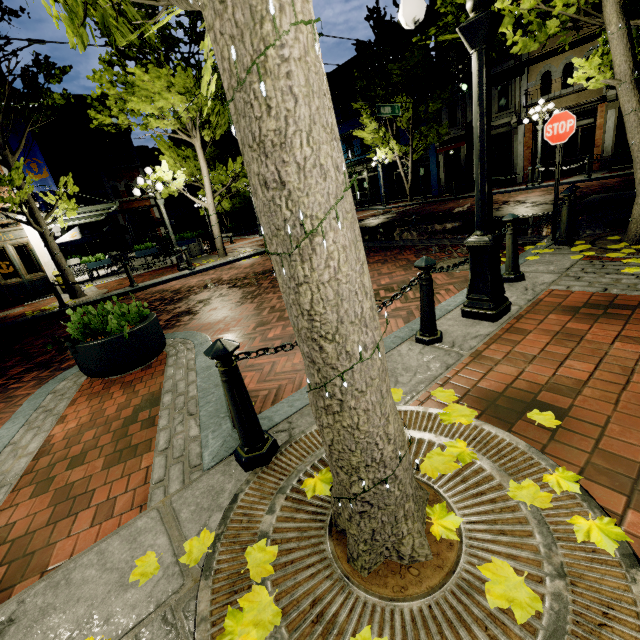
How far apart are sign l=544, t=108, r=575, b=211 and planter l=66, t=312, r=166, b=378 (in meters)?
6.58

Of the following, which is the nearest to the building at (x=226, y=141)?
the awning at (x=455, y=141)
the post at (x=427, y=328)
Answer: the awning at (x=455, y=141)

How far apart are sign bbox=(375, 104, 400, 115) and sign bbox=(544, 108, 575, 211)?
11.2m

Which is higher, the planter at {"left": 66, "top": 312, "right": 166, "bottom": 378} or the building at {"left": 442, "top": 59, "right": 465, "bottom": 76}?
the building at {"left": 442, "top": 59, "right": 465, "bottom": 76}

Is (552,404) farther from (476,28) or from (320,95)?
(476,28)

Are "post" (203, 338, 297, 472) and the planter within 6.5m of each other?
yes

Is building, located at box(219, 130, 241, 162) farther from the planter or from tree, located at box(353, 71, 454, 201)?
the planter

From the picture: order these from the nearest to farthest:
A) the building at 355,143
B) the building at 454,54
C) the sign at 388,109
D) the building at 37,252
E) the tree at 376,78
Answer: the building at 37,252
the sign at 388,109
the tree at 376,78
the building at 454,54
the building at 355,143
